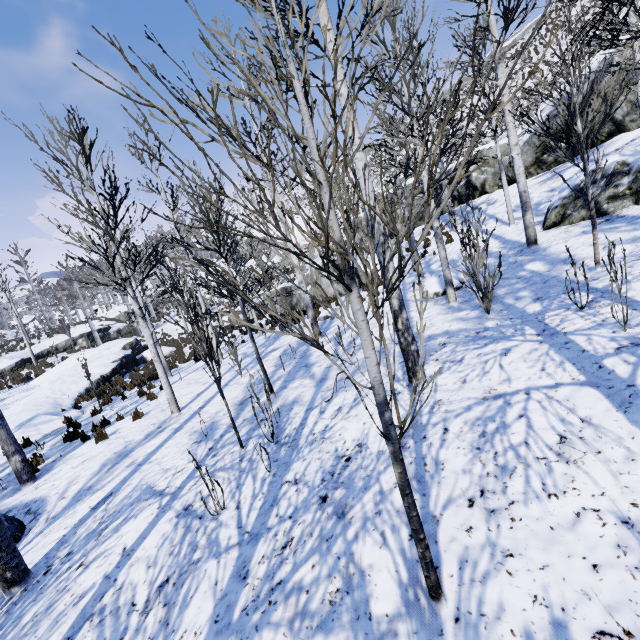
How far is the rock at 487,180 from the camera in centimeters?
1725cm

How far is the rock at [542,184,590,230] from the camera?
9.5 meters

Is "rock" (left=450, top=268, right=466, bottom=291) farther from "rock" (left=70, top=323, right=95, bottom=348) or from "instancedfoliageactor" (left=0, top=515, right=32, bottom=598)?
"rock" (left=70, top=323, right=95, bottom=348)

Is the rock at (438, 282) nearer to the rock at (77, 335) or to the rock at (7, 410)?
the rock at (7, 410)

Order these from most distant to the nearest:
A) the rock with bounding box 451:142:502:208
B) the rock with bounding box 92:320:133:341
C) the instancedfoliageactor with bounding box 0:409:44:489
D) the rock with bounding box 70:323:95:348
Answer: the rock with bounding box 92:320:133:341 < the rock with bounding box 70:323:95:348 < the rock with bounding box 451:142:502:208 < the instancedfoliageactor with bounding box 0:409:44:489

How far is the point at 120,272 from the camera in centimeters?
A: 1338cm

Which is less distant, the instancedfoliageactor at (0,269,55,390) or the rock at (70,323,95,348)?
the instancedfoliageactor at (0,269,55,390)

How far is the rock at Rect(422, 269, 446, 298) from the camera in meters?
9.3
